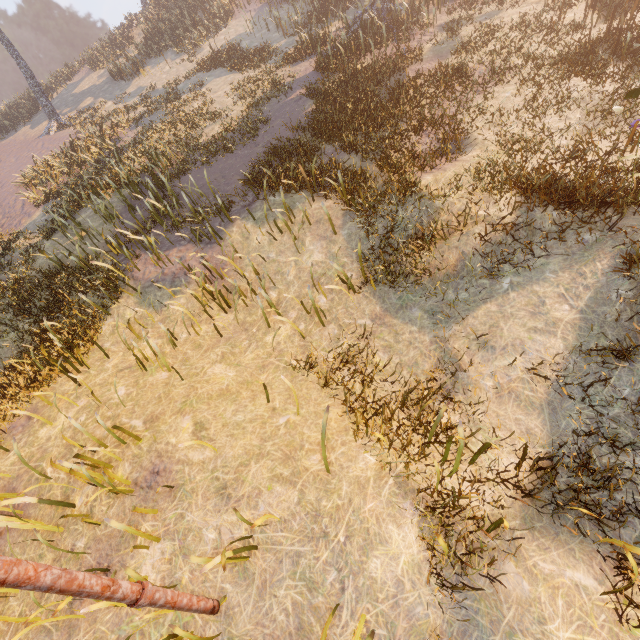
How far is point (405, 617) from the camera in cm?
364

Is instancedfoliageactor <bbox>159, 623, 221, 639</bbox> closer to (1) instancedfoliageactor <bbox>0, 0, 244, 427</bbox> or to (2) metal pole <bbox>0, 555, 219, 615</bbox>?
(2) metal pole <bbox>0, 555, 219, 615</bbox>

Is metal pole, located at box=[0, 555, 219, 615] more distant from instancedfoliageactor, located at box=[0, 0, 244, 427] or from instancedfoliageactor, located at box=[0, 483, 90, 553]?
instancedfoliageactor, located at box=[0, 0, 244, 427]

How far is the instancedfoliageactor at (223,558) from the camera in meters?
3.7 m

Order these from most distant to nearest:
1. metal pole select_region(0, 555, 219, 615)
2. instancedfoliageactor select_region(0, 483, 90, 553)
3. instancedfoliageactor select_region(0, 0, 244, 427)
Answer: instancedfoliageactor select_region(0, 0, 244, 427)
instancedfoliageactor select_region(0, 483, 90, 553)
metal pole select_region(0, 555, 219, 615)

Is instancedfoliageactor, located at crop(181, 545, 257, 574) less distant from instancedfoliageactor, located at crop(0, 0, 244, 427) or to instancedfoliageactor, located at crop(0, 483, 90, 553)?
instancedfoliageactor, located at crop(0, 483, 90, 553)

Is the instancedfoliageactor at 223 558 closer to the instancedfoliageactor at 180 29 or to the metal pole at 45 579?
the metal pole at 45 579

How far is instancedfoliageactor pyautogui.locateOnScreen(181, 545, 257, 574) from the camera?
3.7 meters
